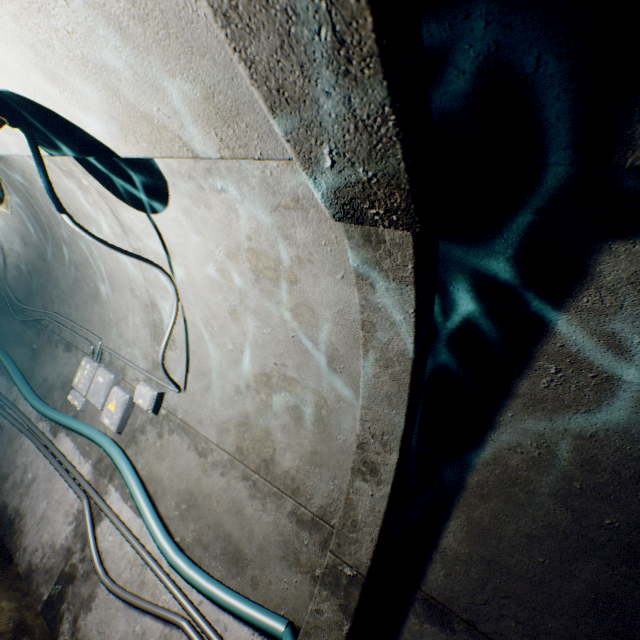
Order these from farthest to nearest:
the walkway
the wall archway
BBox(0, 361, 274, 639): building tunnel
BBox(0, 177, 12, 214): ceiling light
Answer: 1. the walkway
2. BBox(0, 361, 274, 639): building tunnel
3. BBox(0, 177, 12, 214): ceiling light
4. the wall archway

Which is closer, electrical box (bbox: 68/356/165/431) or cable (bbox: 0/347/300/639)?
cable (bbox: 0/347/300/639)

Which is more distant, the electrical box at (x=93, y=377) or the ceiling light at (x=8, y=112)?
the electrical box at (x=93, y=377)

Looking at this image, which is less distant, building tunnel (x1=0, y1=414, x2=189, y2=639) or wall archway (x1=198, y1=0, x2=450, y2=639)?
wall archway (x1=198, y1=0, x2=450, y2=639)

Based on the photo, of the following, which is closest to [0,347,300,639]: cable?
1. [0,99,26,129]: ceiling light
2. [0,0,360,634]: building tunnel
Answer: [0,0,360,634]: building tunnel

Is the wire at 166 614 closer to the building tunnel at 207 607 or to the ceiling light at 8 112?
the building tunnel at 207 607

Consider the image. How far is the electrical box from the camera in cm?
328

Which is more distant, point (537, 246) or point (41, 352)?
point (41, 352)
